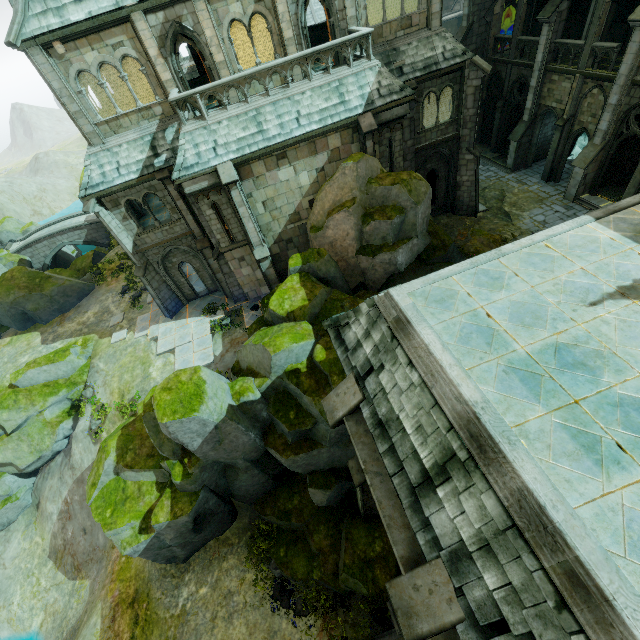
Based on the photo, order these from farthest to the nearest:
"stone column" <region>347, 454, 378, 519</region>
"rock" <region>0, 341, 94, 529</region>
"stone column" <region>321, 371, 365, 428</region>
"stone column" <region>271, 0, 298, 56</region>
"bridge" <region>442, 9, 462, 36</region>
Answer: "bridge" <region>442, 9, 462, 36</region>, "rock" <region>0, 341, 94, 529</region>, "stone column" <region>271, 0, 298, 56</region>, "stone column" <region>347, 454, 378, 519</region>, "stone column" <region>321, 371, 365, 428</region>

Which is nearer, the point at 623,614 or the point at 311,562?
the point at 623,614

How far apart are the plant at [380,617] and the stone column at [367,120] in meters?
18.4 m

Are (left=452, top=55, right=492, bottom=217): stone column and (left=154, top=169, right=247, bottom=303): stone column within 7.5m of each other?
no

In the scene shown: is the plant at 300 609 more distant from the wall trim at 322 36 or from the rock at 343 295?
the wall trim at 322 36

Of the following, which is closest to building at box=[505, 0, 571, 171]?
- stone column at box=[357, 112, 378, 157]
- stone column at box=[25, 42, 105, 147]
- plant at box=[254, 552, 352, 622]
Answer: stone column at box=[357, 112, 378, 157]

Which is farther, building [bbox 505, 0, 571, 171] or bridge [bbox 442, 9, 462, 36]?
bridge [bbox 442, 9, 462, 36]

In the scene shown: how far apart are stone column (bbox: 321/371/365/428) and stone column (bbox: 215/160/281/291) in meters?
11.1 m
